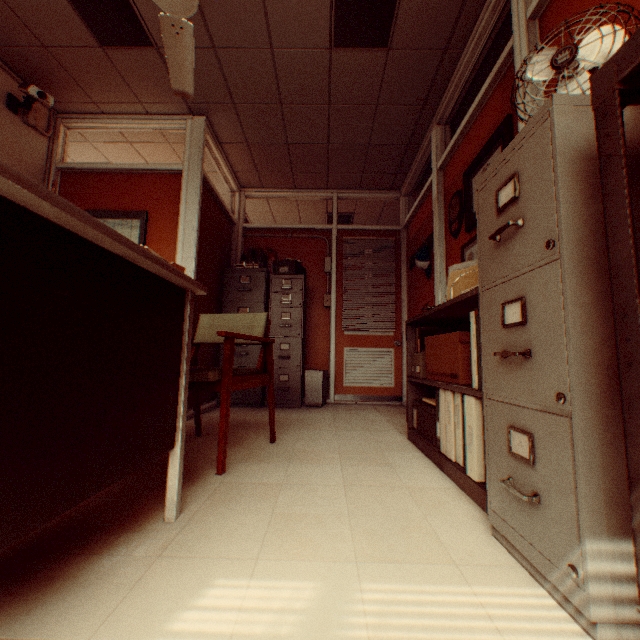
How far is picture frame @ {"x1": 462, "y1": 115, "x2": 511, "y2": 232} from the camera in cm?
233

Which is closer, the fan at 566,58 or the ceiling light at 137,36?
the fan at 566,58

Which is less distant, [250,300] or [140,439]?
[140,439]

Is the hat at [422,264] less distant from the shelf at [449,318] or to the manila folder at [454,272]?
the shelf at [449,318]

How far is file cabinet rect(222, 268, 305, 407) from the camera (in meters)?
4.50

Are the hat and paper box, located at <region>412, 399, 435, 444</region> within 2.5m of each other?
yes

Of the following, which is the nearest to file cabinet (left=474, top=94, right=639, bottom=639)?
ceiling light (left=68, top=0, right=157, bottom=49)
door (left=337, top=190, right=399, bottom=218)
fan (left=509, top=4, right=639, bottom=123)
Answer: fan (left=509, top=4, right=639, bottom=123)

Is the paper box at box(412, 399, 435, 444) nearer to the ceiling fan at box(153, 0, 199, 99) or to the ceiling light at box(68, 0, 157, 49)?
the ceiling fan at box(153, 0, 199, 99)
